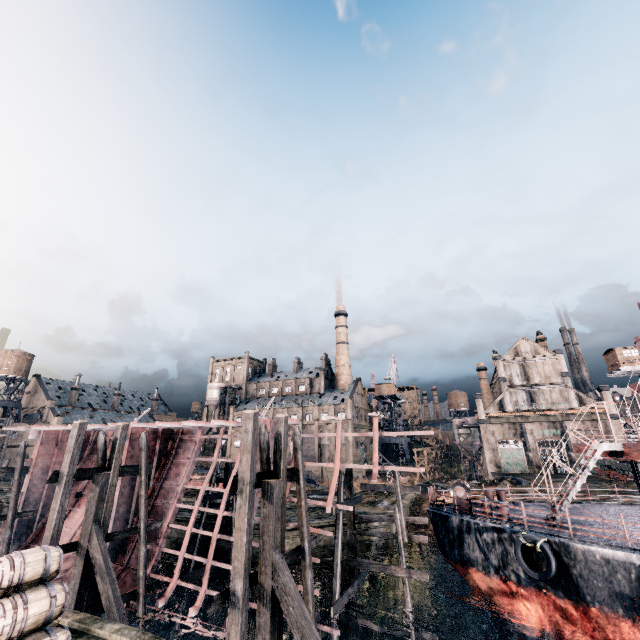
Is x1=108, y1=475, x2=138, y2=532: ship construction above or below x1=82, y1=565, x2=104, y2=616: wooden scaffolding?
above

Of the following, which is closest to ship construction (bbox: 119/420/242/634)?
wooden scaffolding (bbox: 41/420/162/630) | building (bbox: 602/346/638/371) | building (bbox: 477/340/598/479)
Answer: wooden scaffolding (bbox: 41/420/162/630)

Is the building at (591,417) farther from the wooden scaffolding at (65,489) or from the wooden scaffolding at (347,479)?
the wooden scaffolding at (65,489)

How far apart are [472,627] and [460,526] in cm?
906

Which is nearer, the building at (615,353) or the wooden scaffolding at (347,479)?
the wooden scaffolding at (347,479)

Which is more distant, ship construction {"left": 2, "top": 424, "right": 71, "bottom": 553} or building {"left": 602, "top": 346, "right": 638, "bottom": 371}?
building {"left": 602, "top": 346, "right": 638, "bottom": 371}

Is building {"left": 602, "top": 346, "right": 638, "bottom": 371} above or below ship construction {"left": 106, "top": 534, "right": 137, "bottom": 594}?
above

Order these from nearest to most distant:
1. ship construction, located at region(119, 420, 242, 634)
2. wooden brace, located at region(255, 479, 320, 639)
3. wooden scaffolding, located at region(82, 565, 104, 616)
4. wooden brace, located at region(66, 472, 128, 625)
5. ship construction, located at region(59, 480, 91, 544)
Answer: wooden brace, located at region(255, 479, 320, 639) < wooden brace, located at region(66, 472, 128, 625) < wooden scaffolding, located at region(82, 565, 104, 616) < ship construction, located at region(119, 420, 242, 634) < ship construction, located at region(59, 480, 91, 544)
